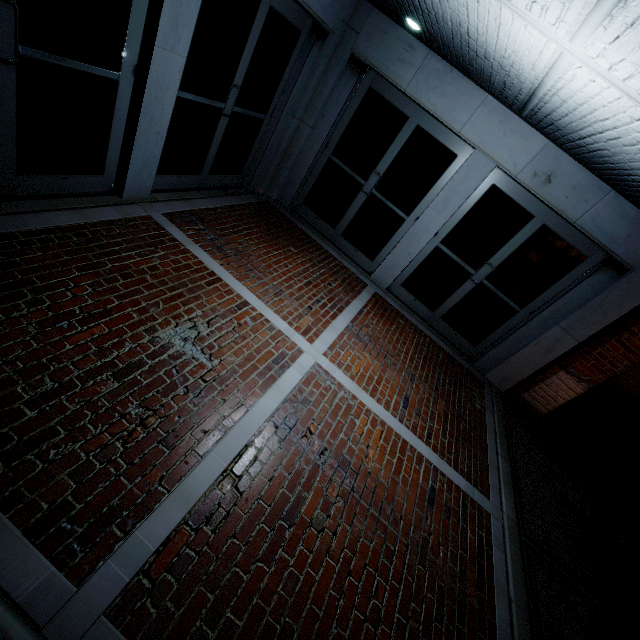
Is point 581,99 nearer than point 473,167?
Yes
